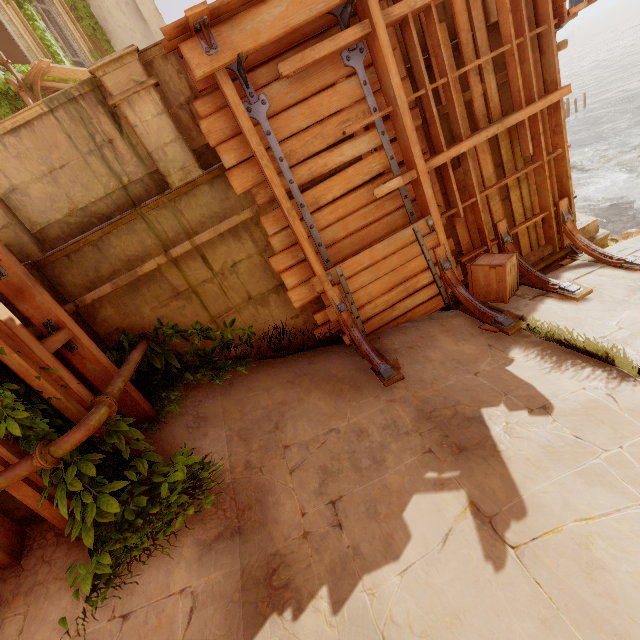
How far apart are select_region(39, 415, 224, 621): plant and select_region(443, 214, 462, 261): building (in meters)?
4.12

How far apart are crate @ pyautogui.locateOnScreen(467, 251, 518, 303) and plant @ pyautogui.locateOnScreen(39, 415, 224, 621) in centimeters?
439cm

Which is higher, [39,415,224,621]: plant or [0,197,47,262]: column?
[0,197,47,262]: column

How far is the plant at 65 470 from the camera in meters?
2.9 m

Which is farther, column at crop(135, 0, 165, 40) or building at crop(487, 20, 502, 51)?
column at crop(135, 0, 165, 40)

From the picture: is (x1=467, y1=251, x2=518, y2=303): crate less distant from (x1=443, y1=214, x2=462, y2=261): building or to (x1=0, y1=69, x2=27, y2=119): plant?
(x1=443, y1=214, x2=462, y2=261): building

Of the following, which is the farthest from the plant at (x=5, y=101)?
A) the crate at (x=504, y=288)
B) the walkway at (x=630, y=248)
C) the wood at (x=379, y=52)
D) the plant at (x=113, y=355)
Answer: the crate at (x=504, y=288)

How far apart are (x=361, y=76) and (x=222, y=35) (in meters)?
1.84
